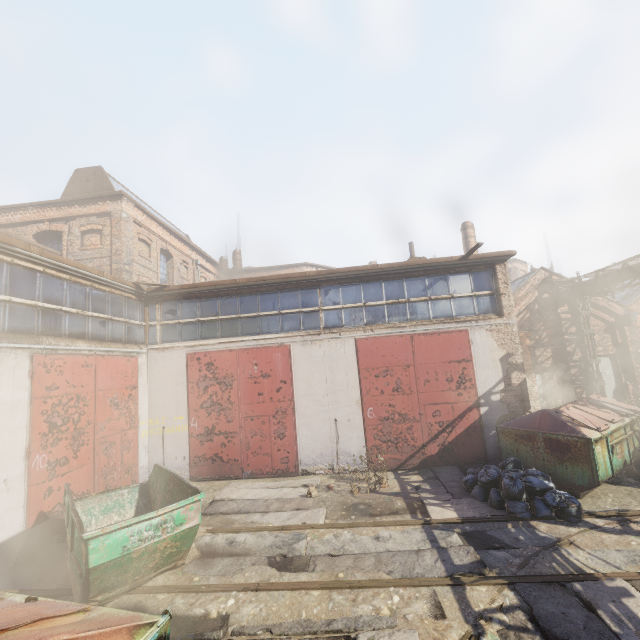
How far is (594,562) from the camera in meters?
5.2

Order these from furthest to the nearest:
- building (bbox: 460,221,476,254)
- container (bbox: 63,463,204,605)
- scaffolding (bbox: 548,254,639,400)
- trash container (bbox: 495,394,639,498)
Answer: building (bbox: 460,221,476,254)
scaffolding (bbox: 548,254,639,400)
trash container (bbox: 495,394,639,498)
container (bbox: 63,463,204,605)

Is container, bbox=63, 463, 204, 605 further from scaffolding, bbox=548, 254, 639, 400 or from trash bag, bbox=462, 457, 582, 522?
scaffolding, bbox=548, 254, 639, 400

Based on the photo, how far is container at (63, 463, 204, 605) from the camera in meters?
4.7 m

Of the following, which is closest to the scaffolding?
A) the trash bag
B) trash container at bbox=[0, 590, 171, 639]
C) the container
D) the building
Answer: the trash bag

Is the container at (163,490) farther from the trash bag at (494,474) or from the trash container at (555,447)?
the trash container at (555,447)

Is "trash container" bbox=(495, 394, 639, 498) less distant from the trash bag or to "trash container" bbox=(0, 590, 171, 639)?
the trash bag

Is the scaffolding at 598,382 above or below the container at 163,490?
above
